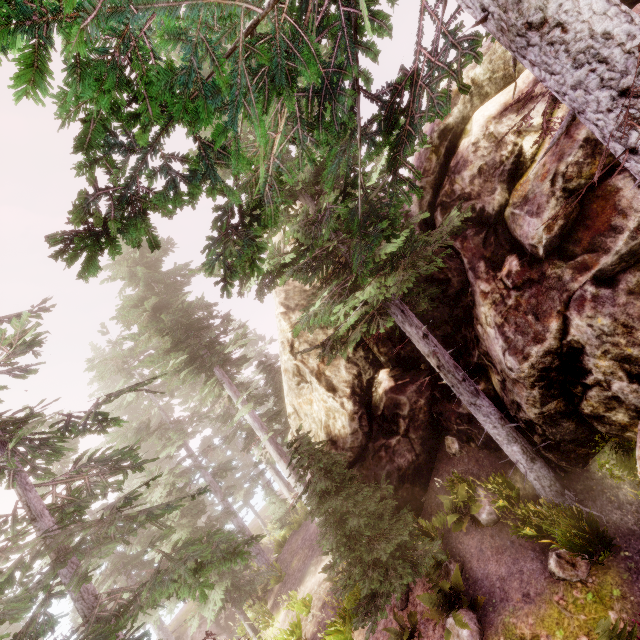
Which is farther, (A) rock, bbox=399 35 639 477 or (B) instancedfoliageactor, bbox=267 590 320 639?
(B) instancedfoliageactor, bbox=267 590 320 639

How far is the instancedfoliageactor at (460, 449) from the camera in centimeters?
1073cm

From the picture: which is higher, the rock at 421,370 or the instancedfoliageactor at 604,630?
the rock at 421,370

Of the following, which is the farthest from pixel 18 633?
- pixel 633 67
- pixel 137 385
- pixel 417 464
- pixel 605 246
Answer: pixel 605 246

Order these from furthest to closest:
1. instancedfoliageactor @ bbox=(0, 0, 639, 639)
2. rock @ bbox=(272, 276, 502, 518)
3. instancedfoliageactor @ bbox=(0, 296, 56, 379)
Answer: rock @ bbox=(272, 276, 502, 518)
instancedfoliageactor @ bbox=(0, 296, 56, 379)
instancedfoliageactor @ bbox=(0, 0, 639, 639)

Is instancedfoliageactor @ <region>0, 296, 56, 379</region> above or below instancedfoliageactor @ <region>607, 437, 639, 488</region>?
above

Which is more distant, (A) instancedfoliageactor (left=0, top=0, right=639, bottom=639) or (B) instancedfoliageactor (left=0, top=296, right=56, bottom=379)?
(B) instancedfoliageactor (left=0, top=296, right=56, bottom=379)
